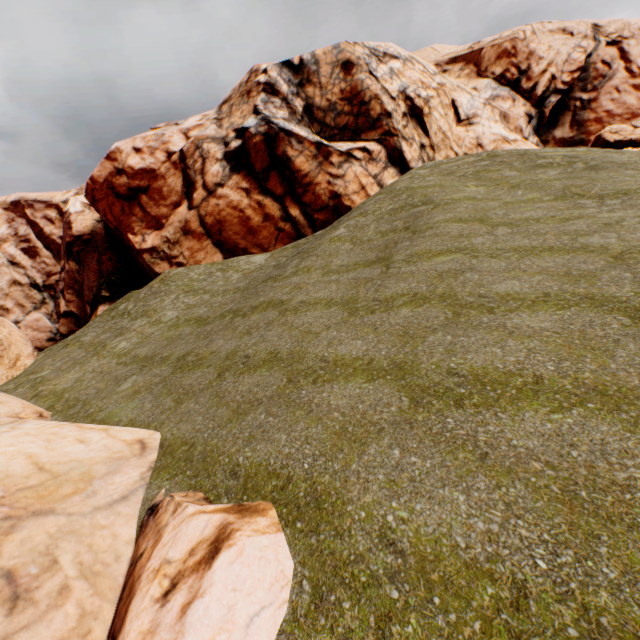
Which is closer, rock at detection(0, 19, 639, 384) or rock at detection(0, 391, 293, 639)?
rock at detection(0, 391, 293, 639)

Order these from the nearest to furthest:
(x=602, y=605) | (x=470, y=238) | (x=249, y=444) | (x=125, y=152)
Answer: (x=602, y=605) → (x=249, y=444) → (x=470, y=238) → (x=125, y=152)

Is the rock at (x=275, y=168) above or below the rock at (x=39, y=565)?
above

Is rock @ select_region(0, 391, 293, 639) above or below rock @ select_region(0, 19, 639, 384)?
below

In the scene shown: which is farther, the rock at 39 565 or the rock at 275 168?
the rock at 275 168
